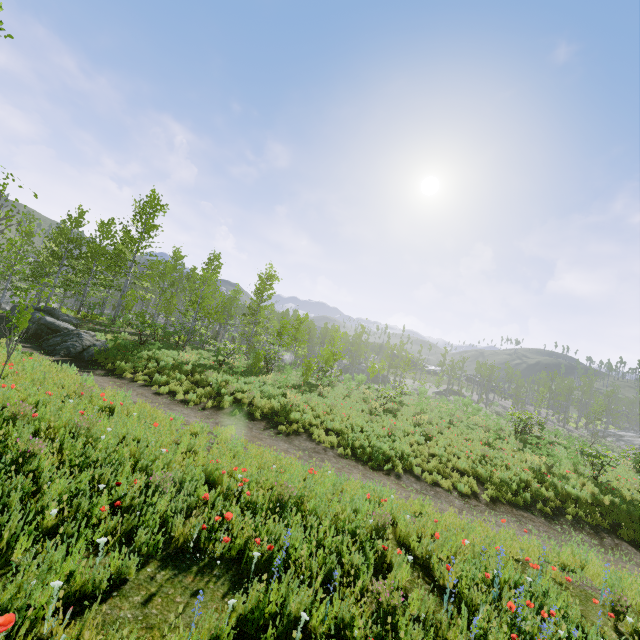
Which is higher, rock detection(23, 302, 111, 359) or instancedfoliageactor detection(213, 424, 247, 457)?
instancedfoliageactor detection(213, 424, 247, 457)

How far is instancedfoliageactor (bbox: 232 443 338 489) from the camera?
6.5 meters

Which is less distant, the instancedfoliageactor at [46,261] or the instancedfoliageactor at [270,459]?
the instancedfoliageactor at [270,459]

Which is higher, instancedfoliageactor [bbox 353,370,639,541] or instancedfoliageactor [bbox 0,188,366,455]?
instancedfoliageactor [bbox 0,188,366,455]

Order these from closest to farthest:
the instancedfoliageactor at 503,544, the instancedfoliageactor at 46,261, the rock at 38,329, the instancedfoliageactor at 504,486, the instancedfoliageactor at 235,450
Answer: Result: the instancedfoliageactor at 503,544 → the instancedfoliageactor at 235,450 → the instancedfoliageactor at 46,261 → the instancedfoliageactor at 504,486 → the rock at 38,329

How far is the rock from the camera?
15.0m

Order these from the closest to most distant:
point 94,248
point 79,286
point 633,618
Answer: point 633,618 < point 94,248 < point 79,286
